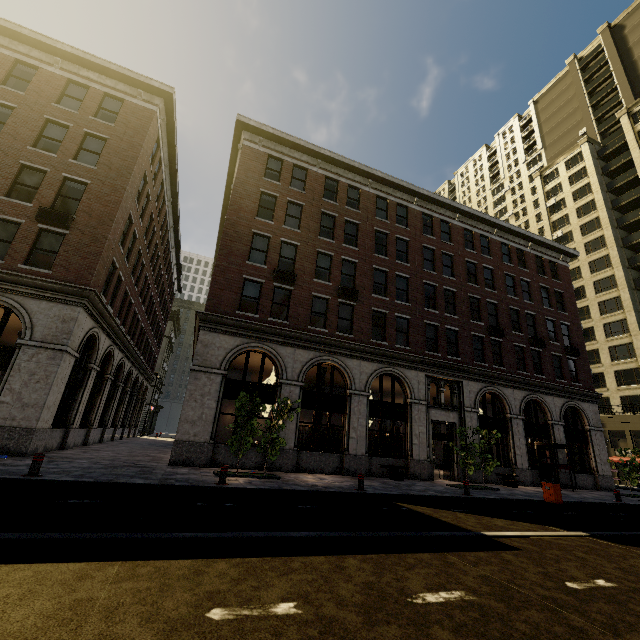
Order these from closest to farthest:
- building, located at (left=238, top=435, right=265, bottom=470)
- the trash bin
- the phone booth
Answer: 1. the trash bin
2. building, located at (left=238, top=435, right=265, bottom=470)
3. the phone booth

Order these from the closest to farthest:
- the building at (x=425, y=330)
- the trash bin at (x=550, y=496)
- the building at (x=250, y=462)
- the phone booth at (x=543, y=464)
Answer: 1. the trash bin at (x=550, y=496)
2. the building at (x=250, y=462)
3. the building at (x=425, y=330)
4. the phone booth at (x=543, y=464)

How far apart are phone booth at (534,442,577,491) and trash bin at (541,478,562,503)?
8.02m

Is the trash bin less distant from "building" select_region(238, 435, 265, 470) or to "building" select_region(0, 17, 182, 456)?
"building" select_region(238, 435, 265, 470)

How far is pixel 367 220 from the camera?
22.06m

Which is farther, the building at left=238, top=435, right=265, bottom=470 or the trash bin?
the building at left=238, top=435, right=265, bottom=470

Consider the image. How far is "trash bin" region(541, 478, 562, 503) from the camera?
13.2m

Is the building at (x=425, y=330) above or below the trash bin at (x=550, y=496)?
above
